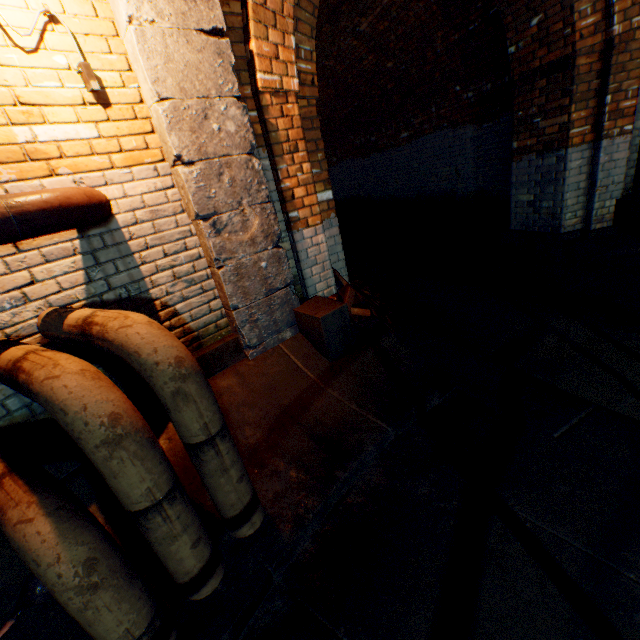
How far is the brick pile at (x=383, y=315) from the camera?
3.5m

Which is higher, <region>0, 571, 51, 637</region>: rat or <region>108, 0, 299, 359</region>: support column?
<region>108, 0, 299, 359</region>: support column

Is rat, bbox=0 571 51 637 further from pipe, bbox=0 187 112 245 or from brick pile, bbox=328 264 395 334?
pipe, bbox=0 187 112 245

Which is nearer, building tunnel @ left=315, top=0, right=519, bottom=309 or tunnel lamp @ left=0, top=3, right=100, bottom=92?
tunnel lamp @ left=0, top=3, right=100, bottom=92

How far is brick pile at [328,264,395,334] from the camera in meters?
3.5 m

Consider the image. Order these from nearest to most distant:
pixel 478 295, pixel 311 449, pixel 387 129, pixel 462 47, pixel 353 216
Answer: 1. pixel 311 449
2. pixel 478 295
3. pixel 462 47
4. pixel 387 129
5. pixel 353 216

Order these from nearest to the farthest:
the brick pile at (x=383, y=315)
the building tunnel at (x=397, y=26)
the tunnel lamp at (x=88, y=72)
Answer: the tunnel lamp at (x=88, y=72) < the brick pile at (x=383, y=315) < the building tunnel at (x=397, y=26)

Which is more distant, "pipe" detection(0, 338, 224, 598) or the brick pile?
the brick pile
